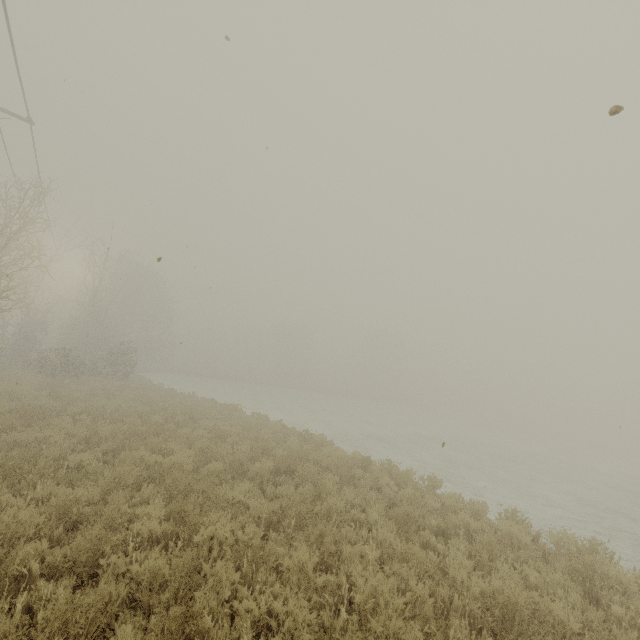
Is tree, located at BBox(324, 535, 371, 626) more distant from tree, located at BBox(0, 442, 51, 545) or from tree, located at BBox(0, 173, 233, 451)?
tree, located at BBox(0, 173, 233, 451)

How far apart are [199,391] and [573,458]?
34.36m

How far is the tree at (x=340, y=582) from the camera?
4.0 meters

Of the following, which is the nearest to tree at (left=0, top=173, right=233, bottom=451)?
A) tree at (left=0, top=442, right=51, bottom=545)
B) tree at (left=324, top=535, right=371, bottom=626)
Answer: tree at (left=0, top=442, right=51, bottom=545)

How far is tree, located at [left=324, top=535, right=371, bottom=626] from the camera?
4.0m

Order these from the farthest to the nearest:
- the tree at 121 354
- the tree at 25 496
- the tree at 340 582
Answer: the tree at 121 354 → the tree at 25 496 → the tree at 340 582

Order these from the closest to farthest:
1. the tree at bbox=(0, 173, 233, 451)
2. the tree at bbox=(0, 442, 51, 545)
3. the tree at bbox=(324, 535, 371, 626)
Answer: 1. the tree at bbox=(324, 535, 371, 626)
2. the tree at bbox=(0, 442, 51, 545)
3. the tree at bbox=(0, 173, 233, 451)

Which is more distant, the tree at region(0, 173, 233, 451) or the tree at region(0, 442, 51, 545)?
the tree at region(0, 173, 233, 451)
